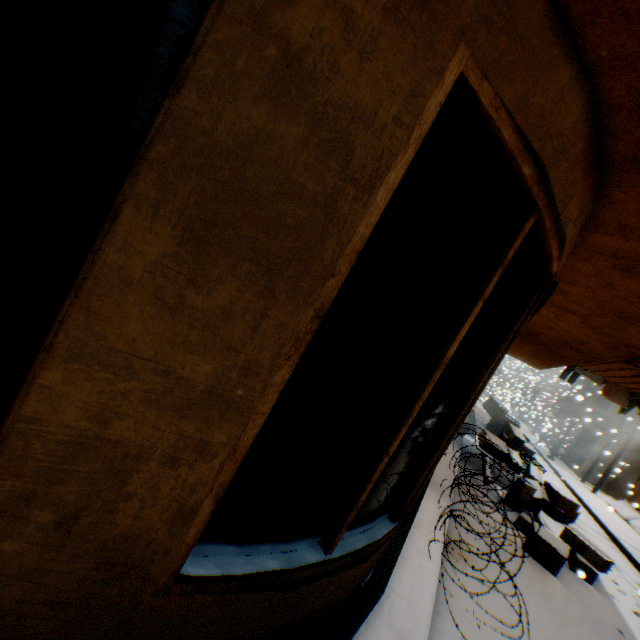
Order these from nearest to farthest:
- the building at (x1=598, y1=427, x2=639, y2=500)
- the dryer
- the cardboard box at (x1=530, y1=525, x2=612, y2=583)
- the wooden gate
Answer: the cardboard box at (x1=530, y1=525, x2=612, y2=583), the dryer, the building at (x1=598, y1=427, x2=639, y2=500), the wooden gate

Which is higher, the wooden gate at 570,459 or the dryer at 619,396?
the dryer at 619,396

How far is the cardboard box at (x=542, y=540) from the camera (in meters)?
5.38

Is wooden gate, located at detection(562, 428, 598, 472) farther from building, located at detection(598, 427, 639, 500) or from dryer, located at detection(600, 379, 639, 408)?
dryer, located at detection(600, 379, 639, 408)

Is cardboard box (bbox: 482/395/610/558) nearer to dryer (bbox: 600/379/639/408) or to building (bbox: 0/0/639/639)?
building (bbox: 0/0/639/639)

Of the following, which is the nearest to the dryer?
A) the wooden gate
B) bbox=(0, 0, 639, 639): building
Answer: bbox=(0, 0, 639, 639): building

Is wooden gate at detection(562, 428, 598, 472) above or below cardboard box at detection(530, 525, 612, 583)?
above

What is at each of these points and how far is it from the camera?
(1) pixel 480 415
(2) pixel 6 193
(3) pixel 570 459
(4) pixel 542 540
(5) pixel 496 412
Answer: (1) cart, 11.20m
(2) building, 1.13m
(3) wooden gate, 21.34m
(4) cardboard box, 5.53m
(5) cardboard box, 11.48m
